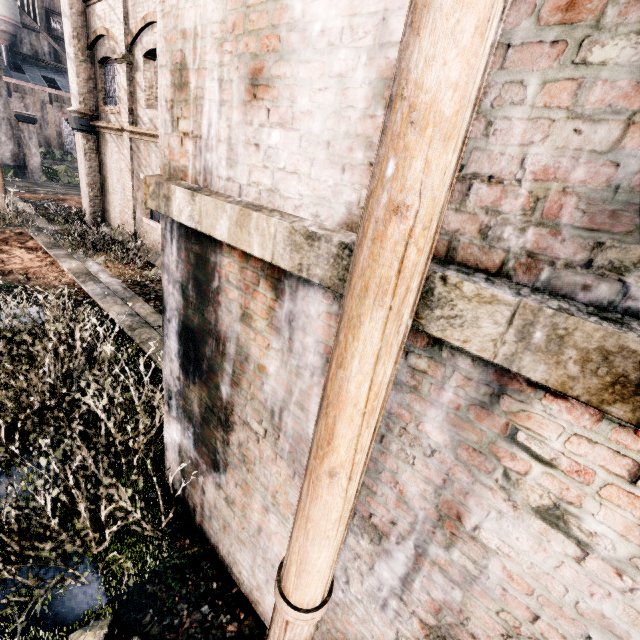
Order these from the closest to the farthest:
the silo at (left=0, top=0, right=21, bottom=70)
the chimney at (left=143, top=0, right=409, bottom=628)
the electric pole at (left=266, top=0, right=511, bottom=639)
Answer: the electric pole at (left=266, top=0, right=511, bottom=639), the chimney at (left=143, top=0, right=409, bottom=628), the silo at (left=0, top=0, right=21, bottom=70)

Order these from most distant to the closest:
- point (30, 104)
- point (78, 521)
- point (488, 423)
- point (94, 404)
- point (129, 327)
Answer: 1. point (30, 104)
2. point (129, 327)
3. point (94, 404)
4. point (78, 521)
5. point (488, 423)

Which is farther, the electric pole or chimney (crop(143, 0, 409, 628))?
chimney (crop(143, 0, 409, 628))

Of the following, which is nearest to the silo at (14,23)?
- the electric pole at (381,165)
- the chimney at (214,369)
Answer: the electric pole at (381,165)

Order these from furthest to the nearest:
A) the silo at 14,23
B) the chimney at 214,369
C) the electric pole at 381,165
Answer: the silo at 14,23 → the chimney at 214,369 → the electric pole at 381,165

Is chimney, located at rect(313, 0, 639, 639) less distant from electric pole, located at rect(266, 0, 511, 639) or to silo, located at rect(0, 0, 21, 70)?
electric pole, located at rect(266, 0, 511, 639)
